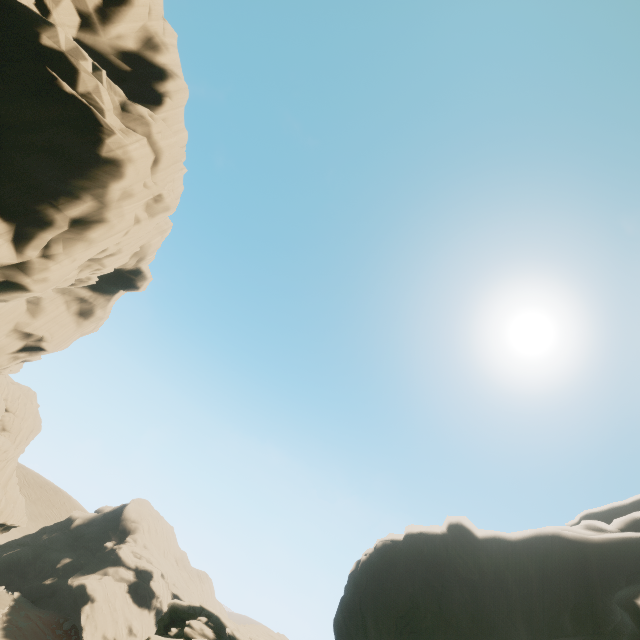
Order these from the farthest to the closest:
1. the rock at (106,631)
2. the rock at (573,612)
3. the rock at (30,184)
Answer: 1. the rock at (573,612)
2. the rock at (30,184)
3. the rock at (106,631)

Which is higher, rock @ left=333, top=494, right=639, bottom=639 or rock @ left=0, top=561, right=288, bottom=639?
rock @ left=333, top=494, right=639, bottom=639

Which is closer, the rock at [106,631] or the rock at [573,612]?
the rock at [106,631]

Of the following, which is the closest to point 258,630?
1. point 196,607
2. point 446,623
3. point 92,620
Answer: point 196,607

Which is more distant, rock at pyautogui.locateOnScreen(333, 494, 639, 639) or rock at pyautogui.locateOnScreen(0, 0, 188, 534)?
rock at pyautogui.locateOnScreen(333, 494, 639, 639)
